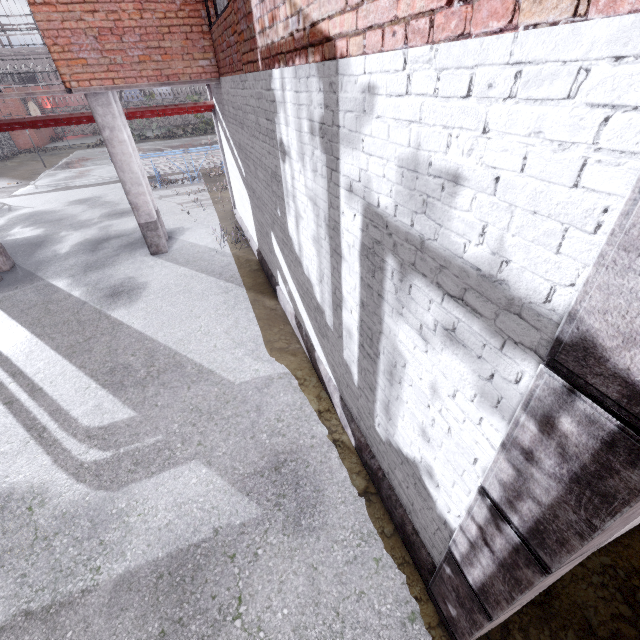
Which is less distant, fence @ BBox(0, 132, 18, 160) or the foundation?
the foundation

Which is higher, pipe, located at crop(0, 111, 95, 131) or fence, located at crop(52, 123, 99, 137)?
pipe, located at crop(0, 111, 95, 131)

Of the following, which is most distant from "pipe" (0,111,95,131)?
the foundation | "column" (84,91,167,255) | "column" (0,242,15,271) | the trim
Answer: the trim

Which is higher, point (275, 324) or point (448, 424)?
point (448, 424)

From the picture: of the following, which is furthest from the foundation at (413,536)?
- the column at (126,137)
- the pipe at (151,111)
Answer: the pipe at (151,111)

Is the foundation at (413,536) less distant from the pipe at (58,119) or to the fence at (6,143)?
the fence at (6,143)

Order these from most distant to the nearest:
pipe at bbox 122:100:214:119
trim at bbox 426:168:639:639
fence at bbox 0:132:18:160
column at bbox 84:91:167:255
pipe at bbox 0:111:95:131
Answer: fence at bbox 0:132:18:160, pipe at bbox 122:100:214:119, pipe at bbox 0:111:95:131, column at bbox 84:91:167:255, trim at bbox 426:168:639:639

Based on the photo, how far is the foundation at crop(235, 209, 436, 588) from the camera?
3.1 meters
